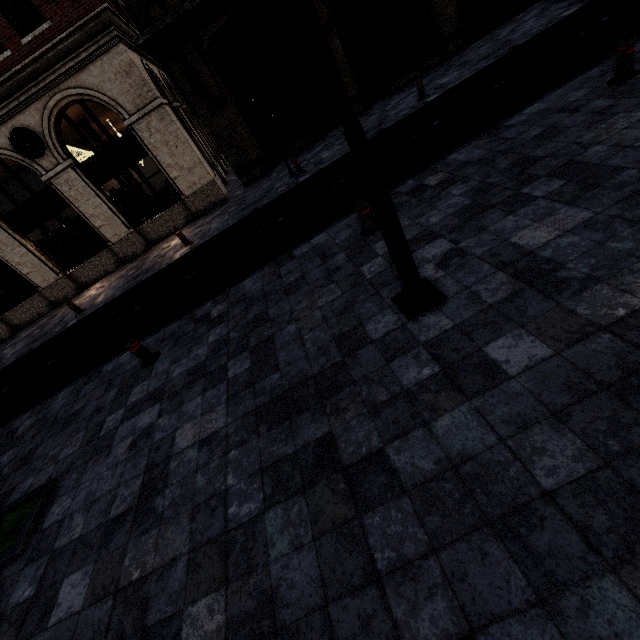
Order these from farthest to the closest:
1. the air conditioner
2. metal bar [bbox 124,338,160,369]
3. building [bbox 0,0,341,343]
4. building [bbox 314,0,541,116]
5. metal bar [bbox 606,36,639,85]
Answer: building [bbox 314,0,541,116], the air conditioner, building [bbox 0,0,341,343], metal bar [bbox 124,338,160,369], metal bar [bbox 606,36,639,85]

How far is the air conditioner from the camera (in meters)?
11.68

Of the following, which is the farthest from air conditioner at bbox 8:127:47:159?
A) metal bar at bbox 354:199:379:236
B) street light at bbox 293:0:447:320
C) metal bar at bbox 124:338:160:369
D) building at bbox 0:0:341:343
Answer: metal bar at bbox 354:199:379:236

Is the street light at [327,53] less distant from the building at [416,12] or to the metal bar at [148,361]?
the metal bar at [148,361]

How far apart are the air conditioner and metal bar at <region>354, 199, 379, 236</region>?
13.4m

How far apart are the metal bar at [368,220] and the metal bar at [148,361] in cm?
455

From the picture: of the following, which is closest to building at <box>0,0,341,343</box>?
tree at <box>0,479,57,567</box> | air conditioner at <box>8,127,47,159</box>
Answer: air conditioner at <box>8,127,47,159</box>

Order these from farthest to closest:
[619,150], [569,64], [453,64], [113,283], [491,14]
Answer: [491,14], [113,283], [453,64], [569,64], [619,150]
